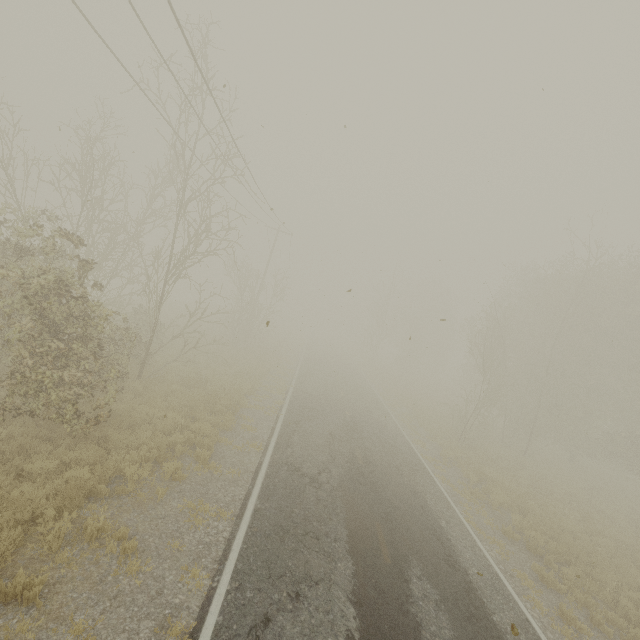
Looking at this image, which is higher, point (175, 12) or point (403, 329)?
point (175, 12)
